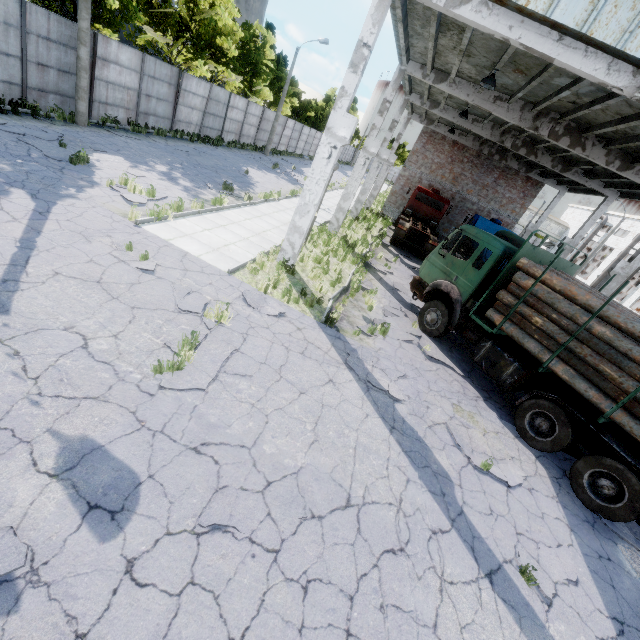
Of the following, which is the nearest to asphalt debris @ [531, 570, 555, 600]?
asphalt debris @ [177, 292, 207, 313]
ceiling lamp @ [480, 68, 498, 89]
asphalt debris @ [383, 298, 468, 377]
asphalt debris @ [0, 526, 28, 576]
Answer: asphalt debris @ [383, 298, 468, 377]

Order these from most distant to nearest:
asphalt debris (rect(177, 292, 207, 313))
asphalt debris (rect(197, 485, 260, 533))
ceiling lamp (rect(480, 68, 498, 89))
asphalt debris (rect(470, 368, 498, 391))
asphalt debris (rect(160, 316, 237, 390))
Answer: ceiling lamp (rect(480, 68, 498, 89))
asphalt debris (rect(470, 368, 498, 391))
asphalt debris (rect(177, 292, 207, 313))
asphalt debris (rect(160, 316, 237, 390))
asphalt debris (rect(197, 485, 260, 533))

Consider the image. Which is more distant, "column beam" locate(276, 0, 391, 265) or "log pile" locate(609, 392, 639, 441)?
"column beam" locate(276, 0, 391, 265)

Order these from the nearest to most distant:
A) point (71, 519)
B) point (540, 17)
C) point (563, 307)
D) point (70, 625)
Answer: point (70, 625)
point (71, 519)
point (540, 17)
point (563, 307)

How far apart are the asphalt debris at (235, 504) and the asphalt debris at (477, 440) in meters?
4.0 m

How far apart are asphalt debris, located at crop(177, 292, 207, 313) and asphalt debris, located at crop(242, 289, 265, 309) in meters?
0.8 m

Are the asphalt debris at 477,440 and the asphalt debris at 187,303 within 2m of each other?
no

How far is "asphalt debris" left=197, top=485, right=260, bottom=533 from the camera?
3.8 meters
